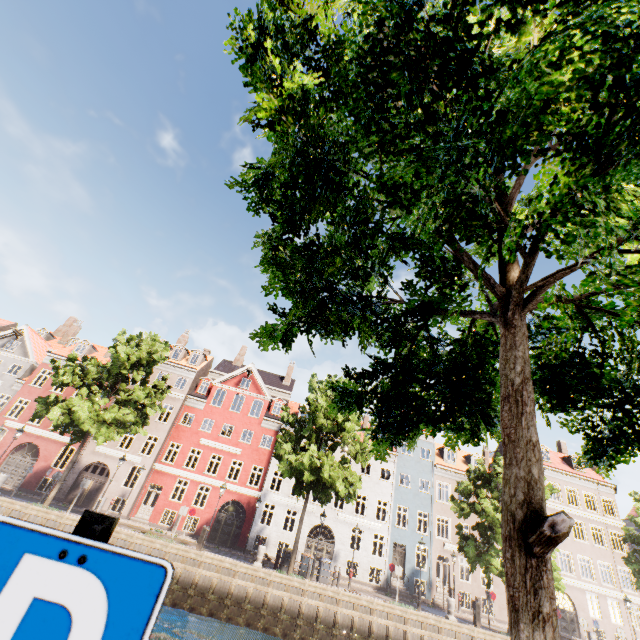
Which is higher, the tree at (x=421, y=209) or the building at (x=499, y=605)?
the tree at (x=421, y=209)

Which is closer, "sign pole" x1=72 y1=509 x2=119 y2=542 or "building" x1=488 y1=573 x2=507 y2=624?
"sign pole" x1=72 y1=509 x2=119 y2=542

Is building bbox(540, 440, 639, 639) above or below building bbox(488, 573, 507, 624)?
above

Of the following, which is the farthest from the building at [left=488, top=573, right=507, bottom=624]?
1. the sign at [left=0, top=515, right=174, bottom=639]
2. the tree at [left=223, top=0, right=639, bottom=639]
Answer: the sign at [left=0, top=515, right=174, bottom=639]

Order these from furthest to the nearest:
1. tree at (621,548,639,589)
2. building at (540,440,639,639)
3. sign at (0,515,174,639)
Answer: building at (540,440,639,639)
tree at (621,548,639,589)
sign at (0,515,174,639)

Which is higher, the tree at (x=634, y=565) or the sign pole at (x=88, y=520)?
the tree at (x=634, y=565)

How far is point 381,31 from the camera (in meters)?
1.91
